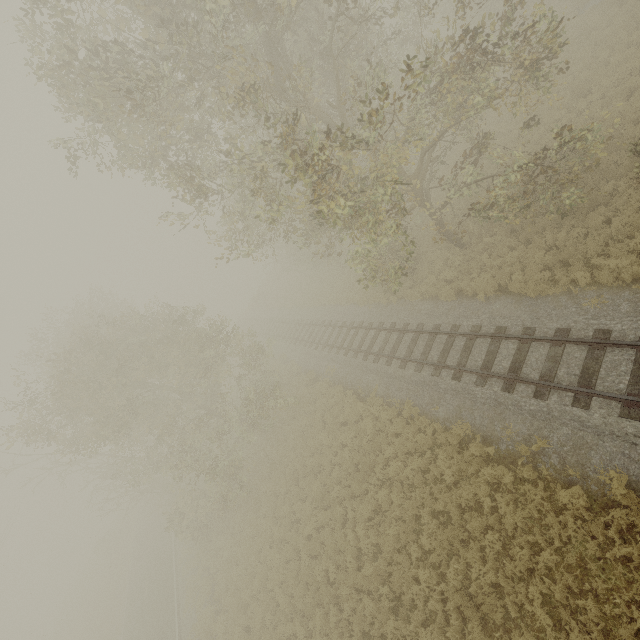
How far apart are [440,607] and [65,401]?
16.7m
